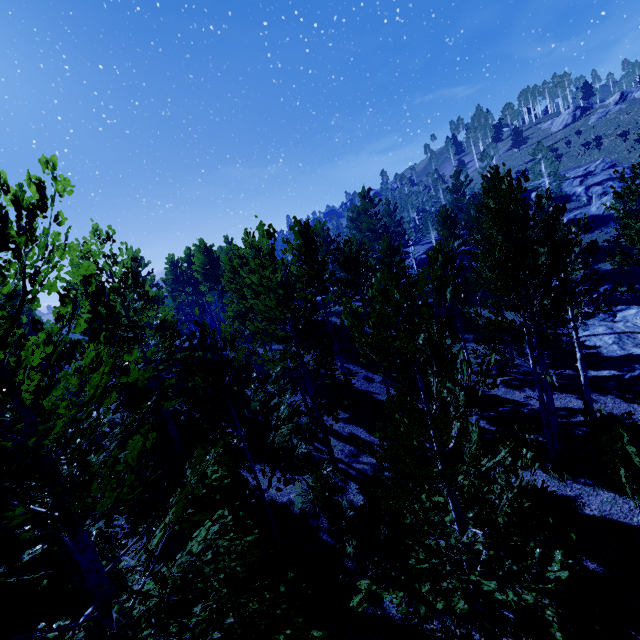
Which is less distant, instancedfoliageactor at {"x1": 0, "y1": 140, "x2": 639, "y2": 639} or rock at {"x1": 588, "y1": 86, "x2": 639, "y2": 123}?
instancedfoliageactor at {"x1": 0, "y1": 140, "x2": 639, "y2": 639}

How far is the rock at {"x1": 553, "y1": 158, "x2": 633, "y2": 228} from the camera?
37.2 meters

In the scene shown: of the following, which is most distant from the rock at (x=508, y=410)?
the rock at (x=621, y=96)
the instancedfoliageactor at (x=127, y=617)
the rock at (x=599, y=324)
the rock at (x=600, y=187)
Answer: the rock at (x=621, y=96)

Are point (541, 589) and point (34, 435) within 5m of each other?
no

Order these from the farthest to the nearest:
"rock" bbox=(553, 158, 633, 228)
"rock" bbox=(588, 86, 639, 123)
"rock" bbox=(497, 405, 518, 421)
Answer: "rock" bbox=(588, 86, 639, 123) < "rock" bbox=(553, 158, 633, 228) < "rock" bbox=(497, 405, 518, 421)

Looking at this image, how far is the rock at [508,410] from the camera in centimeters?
1371cm

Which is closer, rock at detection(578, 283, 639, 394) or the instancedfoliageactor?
the instancedfoliageactor

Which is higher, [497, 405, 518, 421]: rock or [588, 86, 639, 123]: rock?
[588, 86, 639, 123]: rock
